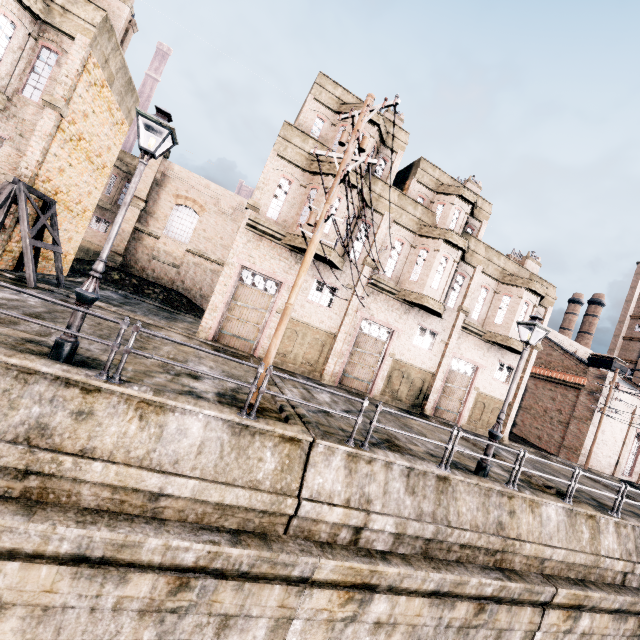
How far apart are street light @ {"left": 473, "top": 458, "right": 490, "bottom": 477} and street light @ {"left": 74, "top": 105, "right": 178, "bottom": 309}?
11.8m

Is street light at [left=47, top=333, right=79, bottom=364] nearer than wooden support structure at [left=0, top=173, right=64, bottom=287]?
Yes

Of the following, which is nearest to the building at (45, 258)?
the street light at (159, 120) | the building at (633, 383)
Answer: the street light at (159, 120)

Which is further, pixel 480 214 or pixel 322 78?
pixel 480 214

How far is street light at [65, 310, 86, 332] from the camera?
6.7 meters

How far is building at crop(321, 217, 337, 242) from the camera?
17.20m

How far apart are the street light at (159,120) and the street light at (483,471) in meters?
11.8

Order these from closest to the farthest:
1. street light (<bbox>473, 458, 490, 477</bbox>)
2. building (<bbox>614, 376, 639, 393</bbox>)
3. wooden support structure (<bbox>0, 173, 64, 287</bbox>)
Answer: street light (<bbox>473, 458, 490, 477</bbox>), wooden support structure (<bbox>0, 173, 64, 287</bbox>), building (<bbox>614, 376, 639, 393</bbox>)
